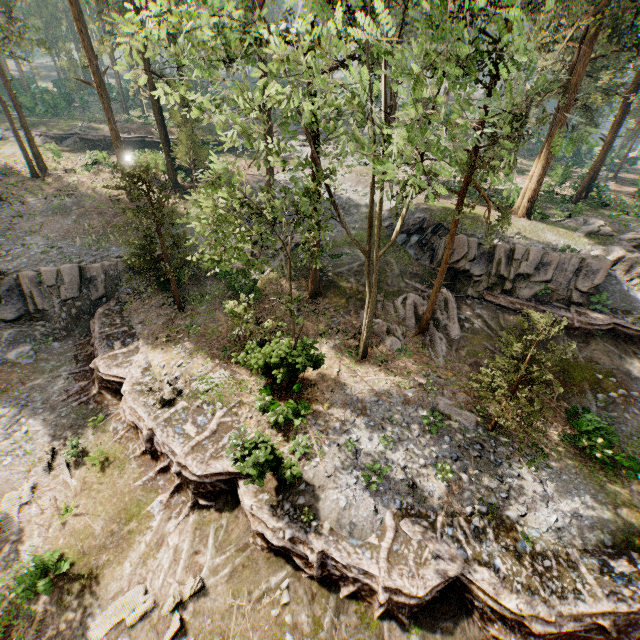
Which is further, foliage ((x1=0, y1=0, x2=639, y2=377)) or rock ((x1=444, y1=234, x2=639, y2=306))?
rock ((x1=444, y1=234, x2=639, y2=306))

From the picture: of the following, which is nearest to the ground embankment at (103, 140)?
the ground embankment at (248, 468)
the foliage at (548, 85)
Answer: the foliage at (548, 85)

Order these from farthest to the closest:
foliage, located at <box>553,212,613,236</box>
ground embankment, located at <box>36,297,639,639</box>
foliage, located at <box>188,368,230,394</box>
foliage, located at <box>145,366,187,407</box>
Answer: foliage, located at <box>553,212,613,236</box>, foliage, located at <box>188,368,230,394</box>, foliage, located at <box>145,366,187,407</box>, ground embankment, located at <box>36,297,639,639</box>

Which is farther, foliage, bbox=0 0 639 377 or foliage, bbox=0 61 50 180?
foliage, bbox=0 61 50 180

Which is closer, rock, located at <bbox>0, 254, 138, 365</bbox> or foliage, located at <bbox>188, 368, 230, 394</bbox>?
foliage, located at <bbox>188, 368, 230, 394</bbox>

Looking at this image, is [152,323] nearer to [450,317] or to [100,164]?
[450,317]

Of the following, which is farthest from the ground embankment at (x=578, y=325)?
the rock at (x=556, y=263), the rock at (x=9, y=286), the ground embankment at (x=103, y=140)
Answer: the ground embankment at (x=103, y=140)

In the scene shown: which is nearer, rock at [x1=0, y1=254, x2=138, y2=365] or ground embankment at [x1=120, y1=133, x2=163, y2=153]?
rock at [x1=0, y1=254, x2=138, y2=365]
